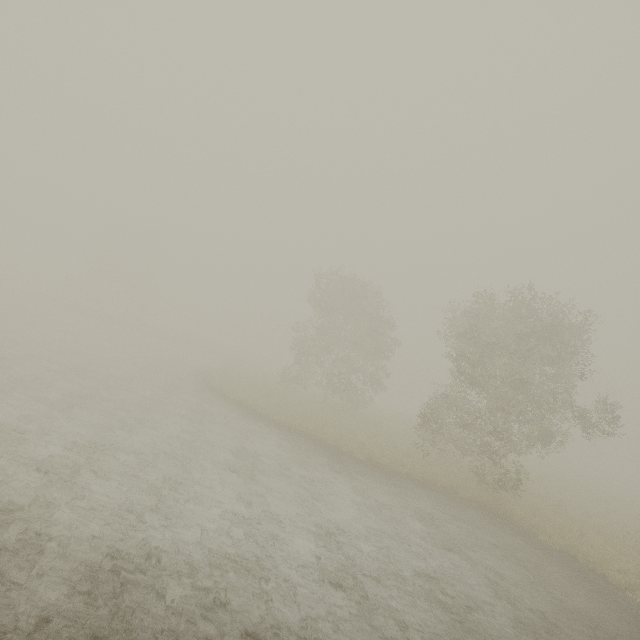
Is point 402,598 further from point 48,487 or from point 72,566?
point 48,487
